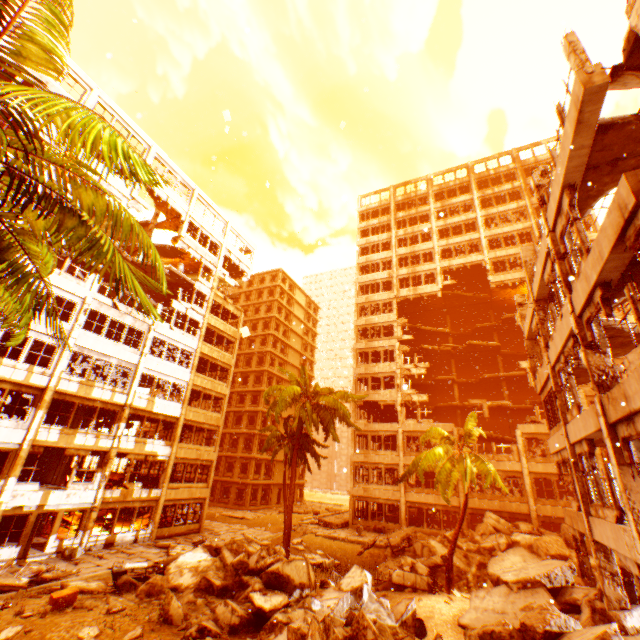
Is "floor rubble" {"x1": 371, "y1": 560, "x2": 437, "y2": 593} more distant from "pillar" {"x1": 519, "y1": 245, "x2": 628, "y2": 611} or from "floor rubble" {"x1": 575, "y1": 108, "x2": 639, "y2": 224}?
"floor rubble" {"x1": 575, "y1": 108, "x2": 639, "y2": 224}

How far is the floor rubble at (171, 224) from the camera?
29.3m

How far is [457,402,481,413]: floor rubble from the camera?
31.8 meters

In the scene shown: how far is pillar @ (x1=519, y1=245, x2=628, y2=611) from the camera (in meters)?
10.16

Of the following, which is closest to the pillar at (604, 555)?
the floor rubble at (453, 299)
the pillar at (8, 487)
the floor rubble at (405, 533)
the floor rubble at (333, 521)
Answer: the floor rubble at (405, 533)

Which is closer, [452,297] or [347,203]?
[347,203]

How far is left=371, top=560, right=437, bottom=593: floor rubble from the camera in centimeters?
1505cm

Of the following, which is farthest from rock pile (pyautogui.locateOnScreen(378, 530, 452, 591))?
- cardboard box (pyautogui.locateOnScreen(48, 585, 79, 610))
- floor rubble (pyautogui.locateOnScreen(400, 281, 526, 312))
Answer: floor rubble (pyautogui.locateOnScreen(400, 281, 526, 312))
